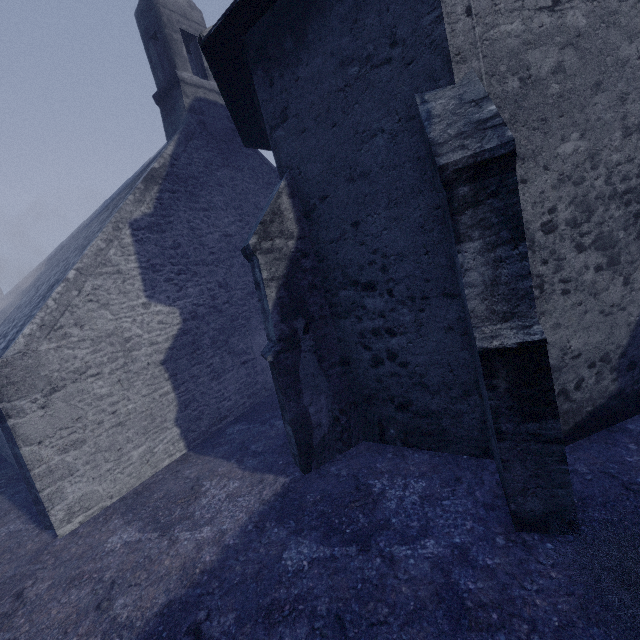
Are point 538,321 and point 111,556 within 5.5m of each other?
no
